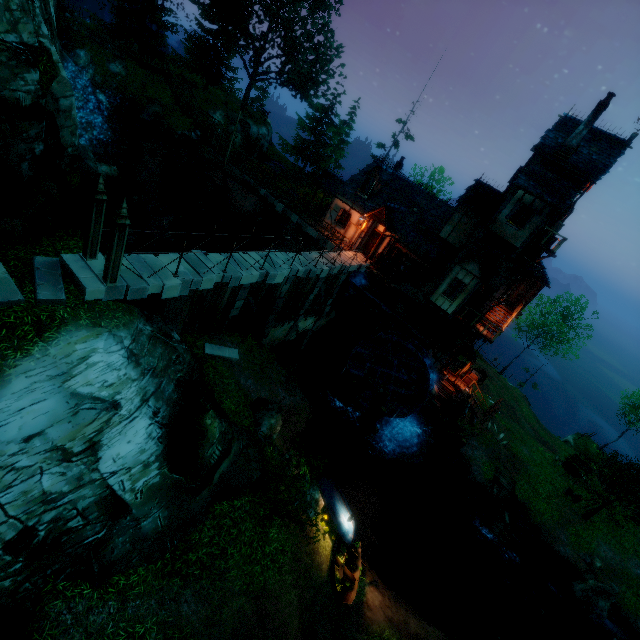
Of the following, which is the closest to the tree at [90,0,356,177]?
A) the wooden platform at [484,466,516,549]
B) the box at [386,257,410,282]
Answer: the box at [386,257,410,282]

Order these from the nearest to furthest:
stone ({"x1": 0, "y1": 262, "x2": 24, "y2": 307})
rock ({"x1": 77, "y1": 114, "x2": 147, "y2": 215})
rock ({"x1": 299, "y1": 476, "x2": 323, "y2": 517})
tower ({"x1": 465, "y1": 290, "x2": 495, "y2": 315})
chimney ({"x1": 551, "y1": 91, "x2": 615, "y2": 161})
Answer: stone ({"x1": 0, "y1": 262, "x2": 24, "y2": 307}), rock ({"x1": 299, "y1": 476, "x2": 323, "y2": 517}), rock ({"x1": 77, "y1": 114, "x2": 147, "y2": 215}), chimney ({"x1": 551, "y1": 91, "x2": 615, "y2": 161}), tower ({"x1": 465, "y1": 290, "x2": 495, "y2": 315})

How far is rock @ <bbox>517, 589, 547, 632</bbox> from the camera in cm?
1866

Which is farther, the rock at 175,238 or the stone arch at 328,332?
the stone arch at 328,332

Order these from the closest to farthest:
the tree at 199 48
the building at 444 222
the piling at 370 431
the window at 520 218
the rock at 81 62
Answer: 1. the window at 520 218
2. the building at 444 222
3. the piling at 370 431
4. the rock at 81 62
5. the tree at 199 48

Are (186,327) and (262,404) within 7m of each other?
yes

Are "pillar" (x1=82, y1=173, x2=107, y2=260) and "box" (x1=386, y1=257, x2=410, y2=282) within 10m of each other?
no

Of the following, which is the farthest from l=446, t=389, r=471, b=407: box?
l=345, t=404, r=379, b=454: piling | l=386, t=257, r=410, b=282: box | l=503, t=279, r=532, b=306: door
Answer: l=386, t=257, r=410, b=282: box
